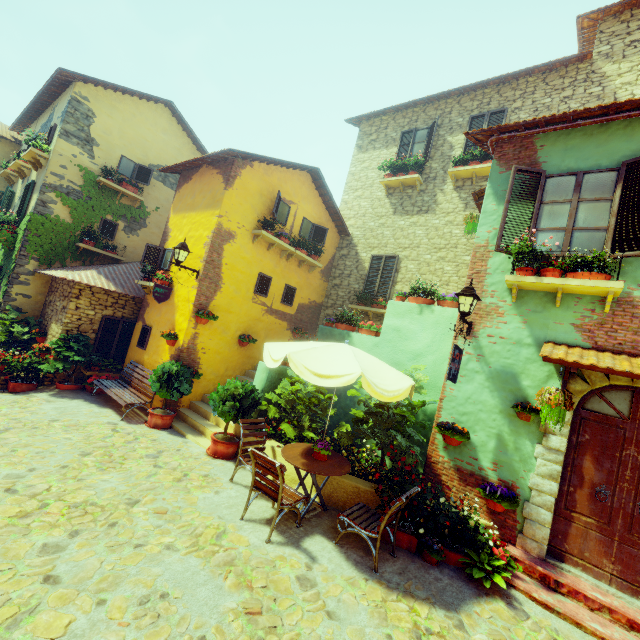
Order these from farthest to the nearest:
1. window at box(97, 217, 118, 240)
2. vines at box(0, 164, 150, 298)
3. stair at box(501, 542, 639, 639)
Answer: window at box(97, 217, 118, 240) < vines at box(0, 164, 150, 298) < stair at box(501, 542, 639, 639)

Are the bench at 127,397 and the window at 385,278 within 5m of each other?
no

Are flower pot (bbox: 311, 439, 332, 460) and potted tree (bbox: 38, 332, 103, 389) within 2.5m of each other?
no

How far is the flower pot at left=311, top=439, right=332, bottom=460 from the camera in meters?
5.3 m

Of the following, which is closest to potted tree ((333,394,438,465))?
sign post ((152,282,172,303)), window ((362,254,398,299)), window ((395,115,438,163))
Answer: sign post ((152,282,172,303))

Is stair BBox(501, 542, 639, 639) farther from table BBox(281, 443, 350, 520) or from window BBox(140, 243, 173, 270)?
window BBox(140, 243, 173, 270)

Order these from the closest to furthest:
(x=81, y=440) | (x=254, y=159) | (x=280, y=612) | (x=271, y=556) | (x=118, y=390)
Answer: (x=280, y=612) < (x=271, y=556) < (x=81, y=440) < (x=118, y=390) < (x=254, y=159)

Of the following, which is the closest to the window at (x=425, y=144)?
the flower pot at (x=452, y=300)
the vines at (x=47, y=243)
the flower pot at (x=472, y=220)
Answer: the flower pot at (x=472, y=220)
